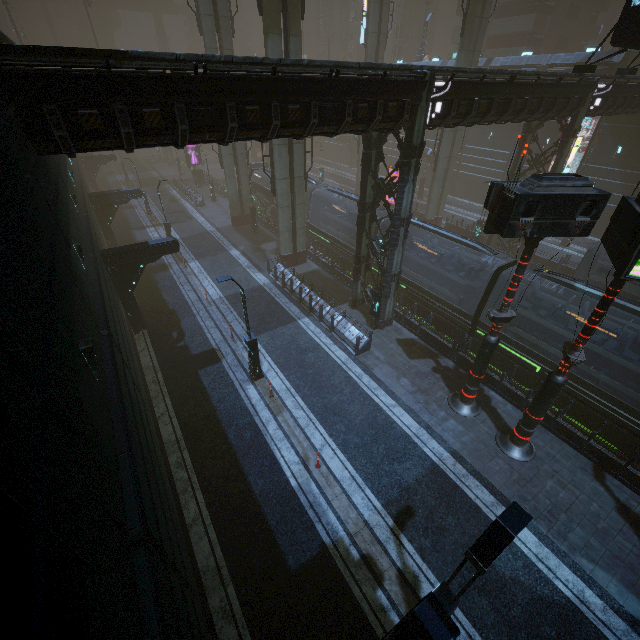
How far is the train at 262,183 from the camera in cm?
3228

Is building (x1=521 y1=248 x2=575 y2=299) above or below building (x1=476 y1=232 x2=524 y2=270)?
below

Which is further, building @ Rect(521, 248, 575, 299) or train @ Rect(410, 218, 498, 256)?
building @ Rect(521, 248, 575, 299)

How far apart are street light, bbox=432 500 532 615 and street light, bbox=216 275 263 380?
10.07m

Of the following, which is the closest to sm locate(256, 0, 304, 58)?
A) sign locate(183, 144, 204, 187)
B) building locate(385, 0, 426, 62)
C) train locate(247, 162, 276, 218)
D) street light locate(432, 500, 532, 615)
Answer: building locate(385, 0, 426, 62)

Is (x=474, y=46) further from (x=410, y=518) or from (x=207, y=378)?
(x=410, y=518)

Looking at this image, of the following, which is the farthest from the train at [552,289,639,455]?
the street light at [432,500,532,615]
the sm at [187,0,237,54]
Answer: the street light at [432,500,532,615]

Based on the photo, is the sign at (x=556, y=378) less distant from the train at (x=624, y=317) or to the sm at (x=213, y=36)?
the train at (x=624, y=317)
